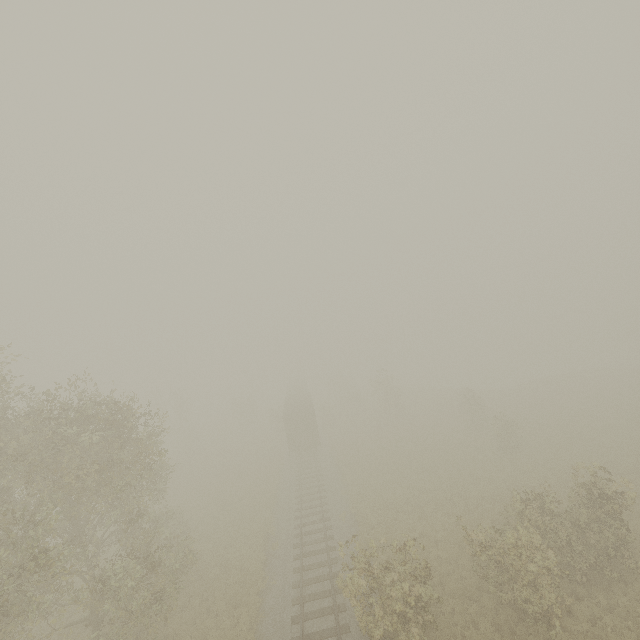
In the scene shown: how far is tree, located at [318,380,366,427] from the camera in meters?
44.4 m

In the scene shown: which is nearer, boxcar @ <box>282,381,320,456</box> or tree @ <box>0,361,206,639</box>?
tree @ <box>0,361,206,639</box>

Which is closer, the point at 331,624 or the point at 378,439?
the point at 331,624

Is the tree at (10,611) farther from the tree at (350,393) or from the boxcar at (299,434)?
the tree at (350,393)

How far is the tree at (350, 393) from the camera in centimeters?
4444cm

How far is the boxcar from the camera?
33.19m

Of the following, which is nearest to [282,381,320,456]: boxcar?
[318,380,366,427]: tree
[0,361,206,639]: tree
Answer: [318,380,366,427]: tree

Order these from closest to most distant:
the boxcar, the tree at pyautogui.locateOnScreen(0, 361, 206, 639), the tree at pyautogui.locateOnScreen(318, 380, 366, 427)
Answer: the tree at pyautogui.locateOnScreen(0, 361, 206, 639) → the boxcar → the tree at pyautogui.locateOnScreen(318, 380, 366, 427)
